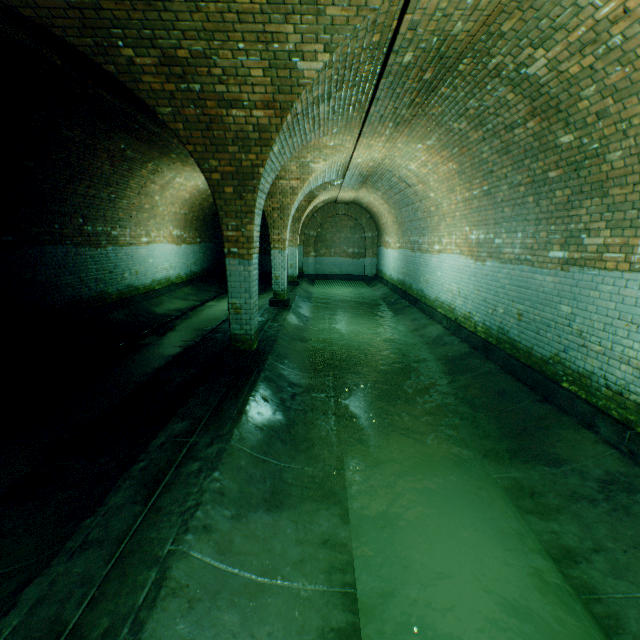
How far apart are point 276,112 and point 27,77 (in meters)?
3.62

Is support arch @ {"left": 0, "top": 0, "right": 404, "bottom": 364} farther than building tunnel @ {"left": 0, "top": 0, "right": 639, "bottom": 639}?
Yes

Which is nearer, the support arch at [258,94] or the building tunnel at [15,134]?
the building tunnel at [15,134]
